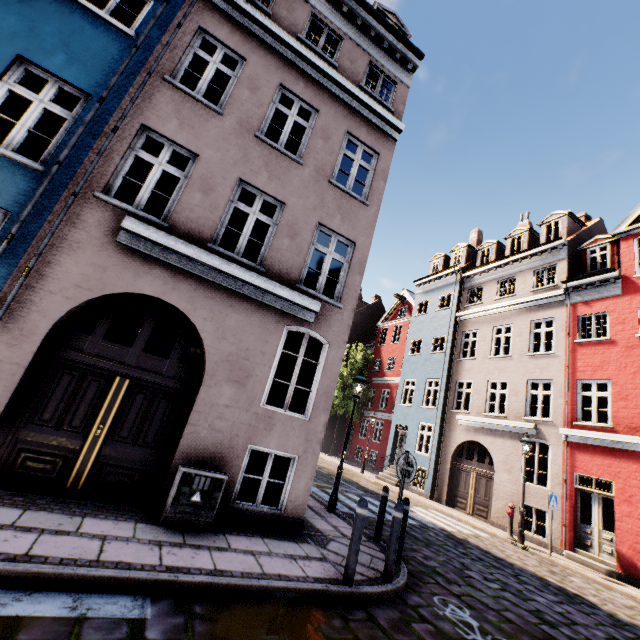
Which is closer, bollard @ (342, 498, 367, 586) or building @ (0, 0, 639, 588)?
bollard @ (342, 498, 367, 586)

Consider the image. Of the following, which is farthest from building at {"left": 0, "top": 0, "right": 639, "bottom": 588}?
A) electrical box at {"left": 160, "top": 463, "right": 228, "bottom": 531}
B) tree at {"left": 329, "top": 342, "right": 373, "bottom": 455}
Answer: tree at {"left": 329, "top": 342, "right": 373, "bottom": 455}

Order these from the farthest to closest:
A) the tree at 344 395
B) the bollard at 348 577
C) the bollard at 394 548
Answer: the tree at 344 395
the bollard at 394 548
the bollard at 348 577

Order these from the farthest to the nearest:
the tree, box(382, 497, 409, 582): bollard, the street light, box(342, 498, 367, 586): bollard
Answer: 1. the tree
2. the street light
3. box(382, 497, 409, 582): bollard
4. box(342, 498, 367, 586): bollard

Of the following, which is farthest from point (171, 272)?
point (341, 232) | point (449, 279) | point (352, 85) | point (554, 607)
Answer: point (449, 279)

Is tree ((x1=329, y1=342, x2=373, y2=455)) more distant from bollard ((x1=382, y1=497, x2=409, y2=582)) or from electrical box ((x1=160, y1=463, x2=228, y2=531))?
electrical box ((x1=160, y1=463, x2=228, y2=531))

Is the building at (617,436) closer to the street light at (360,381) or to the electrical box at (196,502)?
the electrical box at (196,502)

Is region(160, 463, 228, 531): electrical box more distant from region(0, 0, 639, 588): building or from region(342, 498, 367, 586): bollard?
region(342, 498, 367, 586): bollard
